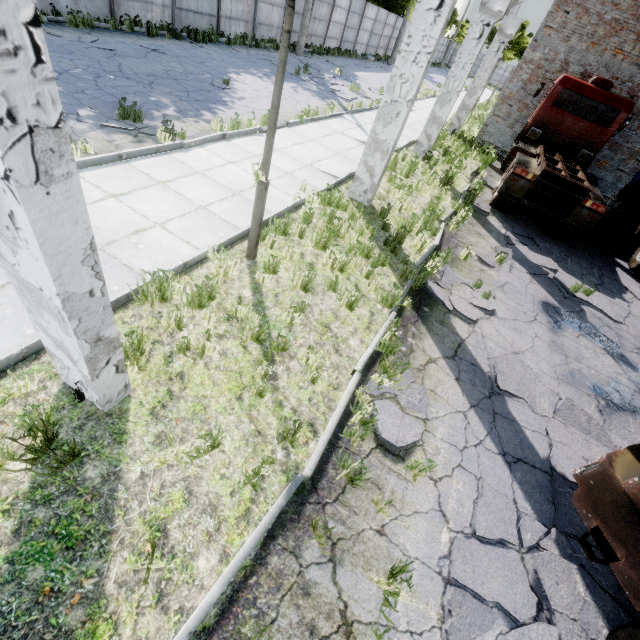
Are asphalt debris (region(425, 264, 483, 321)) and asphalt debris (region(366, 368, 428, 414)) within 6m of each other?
yes

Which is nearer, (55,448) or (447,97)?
(55,448)

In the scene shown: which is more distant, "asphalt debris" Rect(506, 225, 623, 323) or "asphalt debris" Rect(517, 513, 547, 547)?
"asphalt debris" Rect(506, 225, 623, 323)

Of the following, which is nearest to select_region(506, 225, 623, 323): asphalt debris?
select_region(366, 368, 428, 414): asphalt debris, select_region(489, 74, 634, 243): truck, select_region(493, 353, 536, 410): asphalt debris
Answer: select_region(489, 74, 634, 243): truck

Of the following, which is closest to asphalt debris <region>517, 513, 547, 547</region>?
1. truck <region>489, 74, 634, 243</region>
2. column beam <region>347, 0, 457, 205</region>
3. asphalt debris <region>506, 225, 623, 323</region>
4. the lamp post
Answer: truck <region>489, 74, 634, 243</region>

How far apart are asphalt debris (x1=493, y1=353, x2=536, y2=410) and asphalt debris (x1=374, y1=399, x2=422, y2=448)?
1.3 meters

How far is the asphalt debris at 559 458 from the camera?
4.05m

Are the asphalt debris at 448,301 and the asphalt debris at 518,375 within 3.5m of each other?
yes
